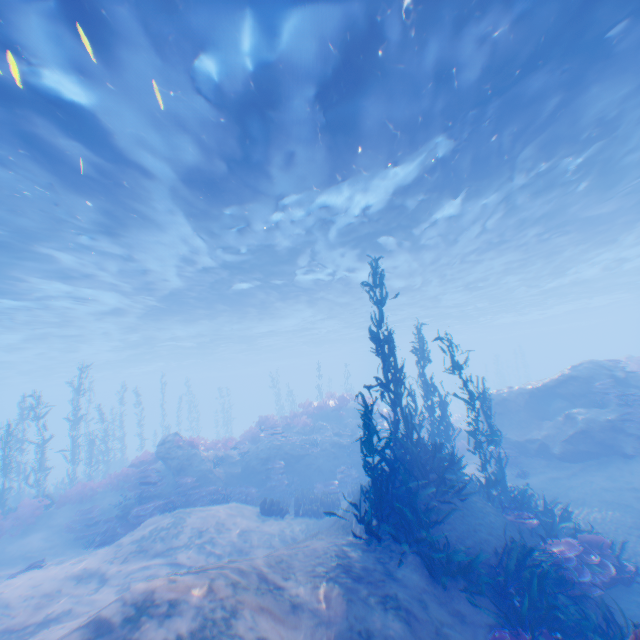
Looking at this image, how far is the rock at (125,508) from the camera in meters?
12.4

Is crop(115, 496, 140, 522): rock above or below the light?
below

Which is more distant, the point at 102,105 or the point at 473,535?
the point at 102,105

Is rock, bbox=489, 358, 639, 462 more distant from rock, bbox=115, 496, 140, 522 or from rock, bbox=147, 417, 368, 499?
rock, bbox=115, 496, 140, 522

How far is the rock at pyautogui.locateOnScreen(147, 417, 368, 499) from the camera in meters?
15.2 m

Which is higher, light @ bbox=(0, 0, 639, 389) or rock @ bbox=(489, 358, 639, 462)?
light @ bbox=(0, 0, 639, 389)

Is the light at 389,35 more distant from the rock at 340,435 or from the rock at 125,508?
the rock at 125,508

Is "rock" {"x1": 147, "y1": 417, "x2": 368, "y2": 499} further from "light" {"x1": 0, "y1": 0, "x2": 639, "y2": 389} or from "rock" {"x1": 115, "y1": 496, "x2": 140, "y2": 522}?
"light" {"x1": 0, "y1": 0, "x2": 639, "y2": 389}
